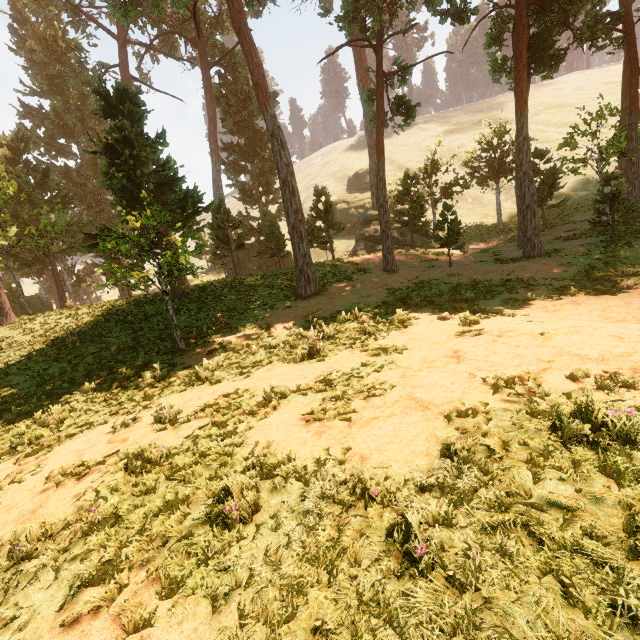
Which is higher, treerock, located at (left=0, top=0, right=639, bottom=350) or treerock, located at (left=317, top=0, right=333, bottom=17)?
treerock, located at (left=317, top=0, right=333, bottom=17)

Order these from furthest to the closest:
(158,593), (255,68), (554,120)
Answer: (554,120), (255,68), (158,593)

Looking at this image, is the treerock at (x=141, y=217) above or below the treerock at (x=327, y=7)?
below
